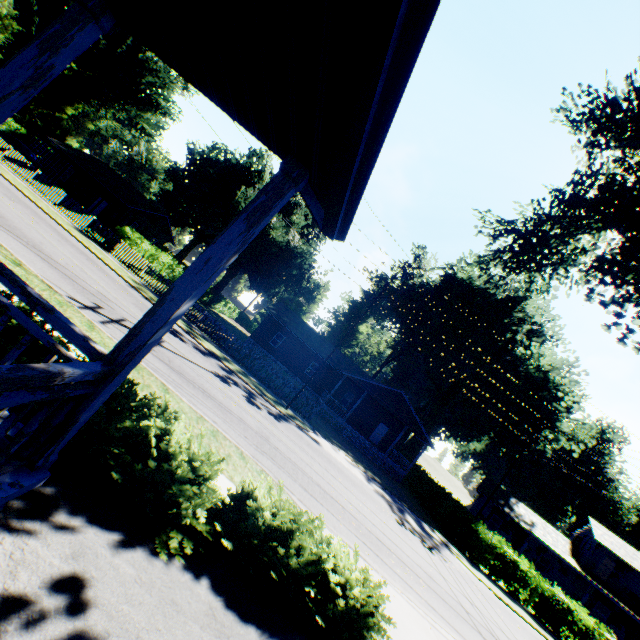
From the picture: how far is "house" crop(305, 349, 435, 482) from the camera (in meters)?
29.72

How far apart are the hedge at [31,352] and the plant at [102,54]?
59.5m

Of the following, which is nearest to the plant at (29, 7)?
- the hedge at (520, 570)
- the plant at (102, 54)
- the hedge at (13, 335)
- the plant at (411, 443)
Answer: the hedge at (520, 570)

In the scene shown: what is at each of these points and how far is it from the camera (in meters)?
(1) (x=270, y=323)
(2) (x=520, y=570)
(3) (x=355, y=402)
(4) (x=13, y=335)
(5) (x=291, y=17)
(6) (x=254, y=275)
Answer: (1) house, 35.31
(2) hedge, 20.95
(3) house, 34.97
(4) hedge, 4.86
(5) house, 1.72
(6) plant, 45.97

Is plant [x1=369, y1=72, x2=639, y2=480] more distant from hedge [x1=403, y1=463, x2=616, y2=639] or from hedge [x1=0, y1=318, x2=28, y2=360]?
hedge [x1=0, y1=318, x2=28, y2=360]

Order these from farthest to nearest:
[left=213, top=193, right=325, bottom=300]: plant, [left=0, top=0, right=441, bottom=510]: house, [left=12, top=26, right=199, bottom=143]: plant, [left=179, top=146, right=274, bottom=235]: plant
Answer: [left=12, top=26, right=199, bottom=143]: plant → [left=213, top=193, right=325, bottom=300]: plant → [left=179, top=146, right=274, bottom=235]: plant → [left=0, top=0, right=441, bottom=510]: house

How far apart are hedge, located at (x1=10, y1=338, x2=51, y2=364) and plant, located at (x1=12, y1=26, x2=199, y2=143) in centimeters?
5953cm

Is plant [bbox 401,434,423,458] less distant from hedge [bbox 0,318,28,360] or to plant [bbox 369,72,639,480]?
plant [bbox 369,72,639,480]
